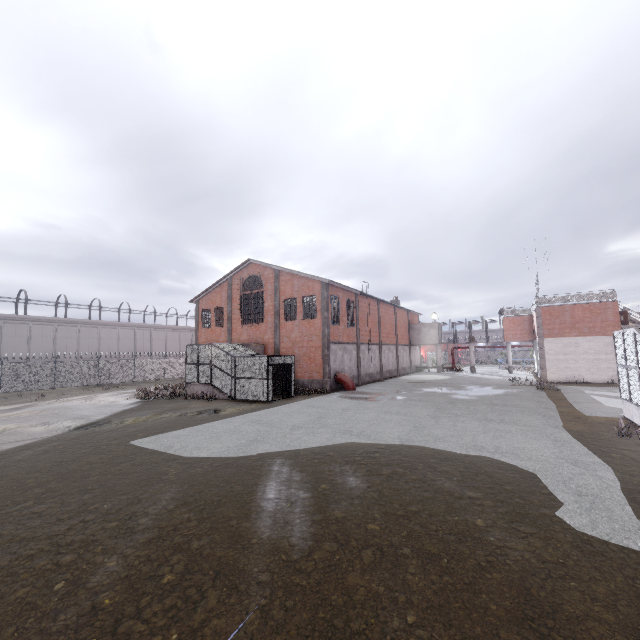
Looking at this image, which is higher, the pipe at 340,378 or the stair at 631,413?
the pipe at 340,378

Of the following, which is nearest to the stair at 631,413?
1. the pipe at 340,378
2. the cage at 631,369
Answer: the cage at 631,369

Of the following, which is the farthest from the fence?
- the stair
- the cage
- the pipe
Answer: the pipe

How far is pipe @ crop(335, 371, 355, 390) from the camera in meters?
25.9

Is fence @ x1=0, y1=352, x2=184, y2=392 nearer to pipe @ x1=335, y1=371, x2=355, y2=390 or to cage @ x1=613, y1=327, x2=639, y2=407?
cage @ x1=613, y1=327, x2=639, y2=407

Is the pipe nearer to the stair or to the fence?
the stair

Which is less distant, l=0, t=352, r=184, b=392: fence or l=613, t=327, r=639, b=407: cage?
l=613, t=327, r=639, b=407: cage

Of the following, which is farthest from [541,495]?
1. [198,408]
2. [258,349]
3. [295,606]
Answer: [258,349]
